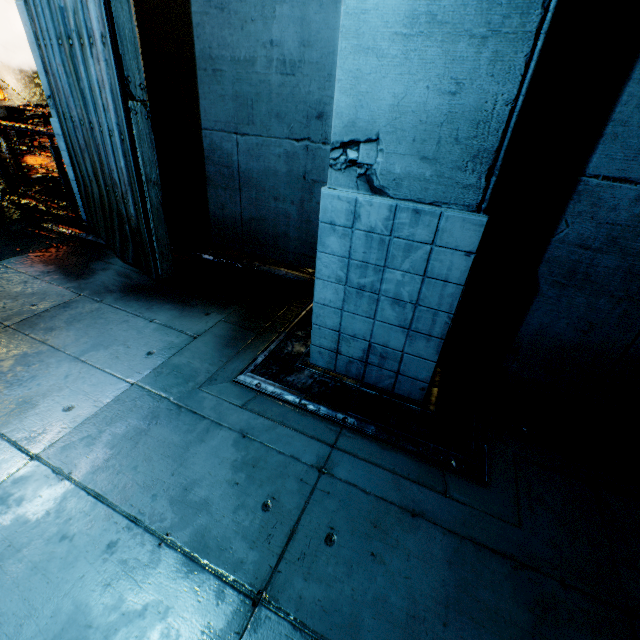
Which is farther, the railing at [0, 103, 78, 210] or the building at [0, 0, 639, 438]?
the railing at [0, 103, 78, 210]

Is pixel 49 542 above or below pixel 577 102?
below

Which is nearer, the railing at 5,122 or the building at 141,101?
the building at 141,101
